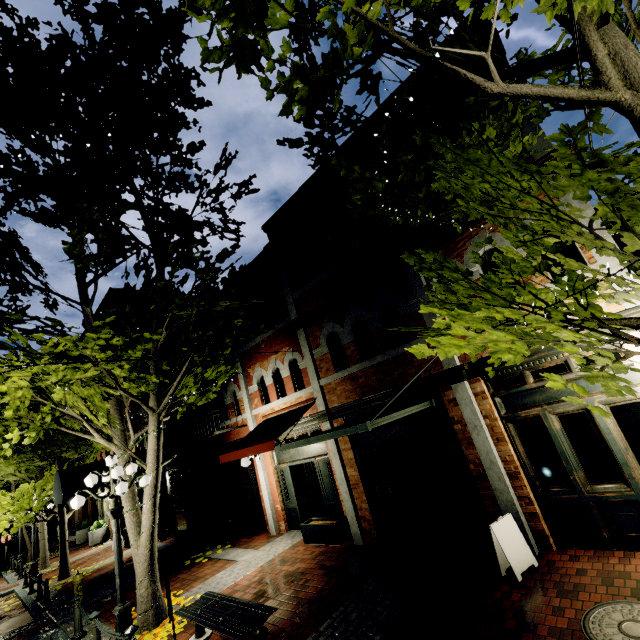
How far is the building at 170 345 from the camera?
19.84m

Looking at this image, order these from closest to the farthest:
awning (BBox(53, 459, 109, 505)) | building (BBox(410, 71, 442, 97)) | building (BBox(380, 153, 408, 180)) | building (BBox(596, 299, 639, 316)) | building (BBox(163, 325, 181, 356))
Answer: building (BBox(596, 299, 639, 316)), building (BBox(410, 71, 442, 97)), building (BBox(380, 153, 408, 180)), awning (BBox(53, 459, 109, 505)), building (BBox(163, 325, 181, 356))

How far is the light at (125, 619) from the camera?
6.2 meters

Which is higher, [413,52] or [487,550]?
[413,52]

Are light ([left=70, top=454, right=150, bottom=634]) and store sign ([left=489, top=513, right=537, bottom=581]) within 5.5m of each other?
no

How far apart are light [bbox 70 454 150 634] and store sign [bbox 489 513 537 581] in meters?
6.8 m

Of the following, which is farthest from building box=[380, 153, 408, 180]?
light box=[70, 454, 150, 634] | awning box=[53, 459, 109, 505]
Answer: light box=[70, 454, 150, 634]

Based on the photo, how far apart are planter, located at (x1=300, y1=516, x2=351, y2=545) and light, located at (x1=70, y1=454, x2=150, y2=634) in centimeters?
427cm
